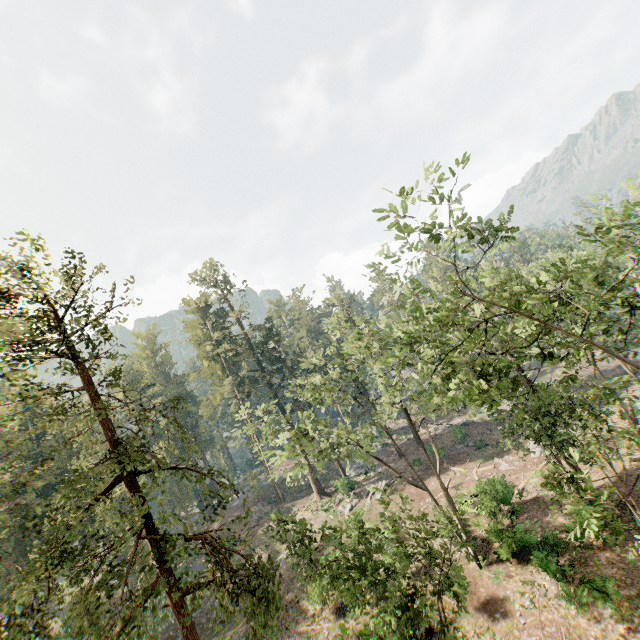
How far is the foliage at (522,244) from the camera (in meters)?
8.58

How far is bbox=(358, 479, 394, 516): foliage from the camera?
14.9 meters

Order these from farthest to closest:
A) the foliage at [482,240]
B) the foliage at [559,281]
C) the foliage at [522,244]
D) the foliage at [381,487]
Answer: the foliage at [381,487] → the foliage at [559,281] → the foliage at [482,240] → the foliage at [522,244]

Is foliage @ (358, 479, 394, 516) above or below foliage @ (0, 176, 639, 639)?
below

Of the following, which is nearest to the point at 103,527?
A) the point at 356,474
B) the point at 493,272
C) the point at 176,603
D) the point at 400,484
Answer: the point at 356,474

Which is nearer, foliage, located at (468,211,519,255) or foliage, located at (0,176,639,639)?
foliage, located at (468,211,519,255)

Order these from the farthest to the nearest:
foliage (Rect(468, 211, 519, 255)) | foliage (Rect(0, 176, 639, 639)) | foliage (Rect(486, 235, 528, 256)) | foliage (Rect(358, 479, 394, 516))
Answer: foliage (Rect(358, 479, 394, 516))
foliage (Rect(0, 176, 639, 639))
foliage (Rect(468, 211, 519, 255))
foliage (Rect(486, 235, 528, 256))

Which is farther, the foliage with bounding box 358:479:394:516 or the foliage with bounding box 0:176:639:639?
the foliage with bounding box 358:479:394:516
